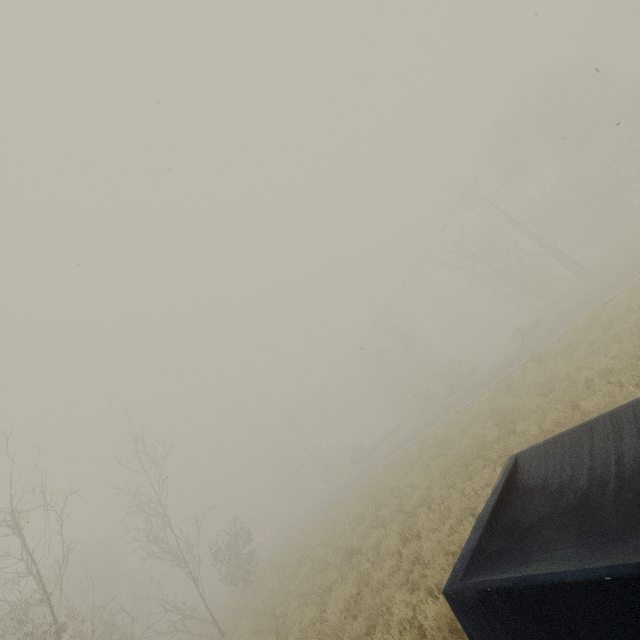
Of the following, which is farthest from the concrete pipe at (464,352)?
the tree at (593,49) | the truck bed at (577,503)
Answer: the truck bed at (577,503)

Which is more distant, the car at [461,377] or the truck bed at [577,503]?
the car at [461,377]

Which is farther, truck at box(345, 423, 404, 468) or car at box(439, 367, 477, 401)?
truck at box(345, 423, 404, 468)

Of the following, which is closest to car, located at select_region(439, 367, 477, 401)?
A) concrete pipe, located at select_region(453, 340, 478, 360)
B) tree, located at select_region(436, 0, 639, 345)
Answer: tree, located at select_region(436, 0, 639, 345)

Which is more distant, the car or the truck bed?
the car

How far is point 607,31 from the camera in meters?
31.9 m

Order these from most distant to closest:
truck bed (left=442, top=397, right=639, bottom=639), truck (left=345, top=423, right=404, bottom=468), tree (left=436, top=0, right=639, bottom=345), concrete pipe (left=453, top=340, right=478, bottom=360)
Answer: concrete pipe (left=453, top=340, right=478, bottom=360) → truck (left=345, top=423, right=404, bottom=468) → tree (left=436, top=0, right=639, bottom=345) → truck bed (left=442, top=397, right=639, bottom=639)

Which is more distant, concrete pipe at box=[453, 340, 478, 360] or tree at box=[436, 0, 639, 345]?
concrete pipe at box=[453, 340, 478, 360]
